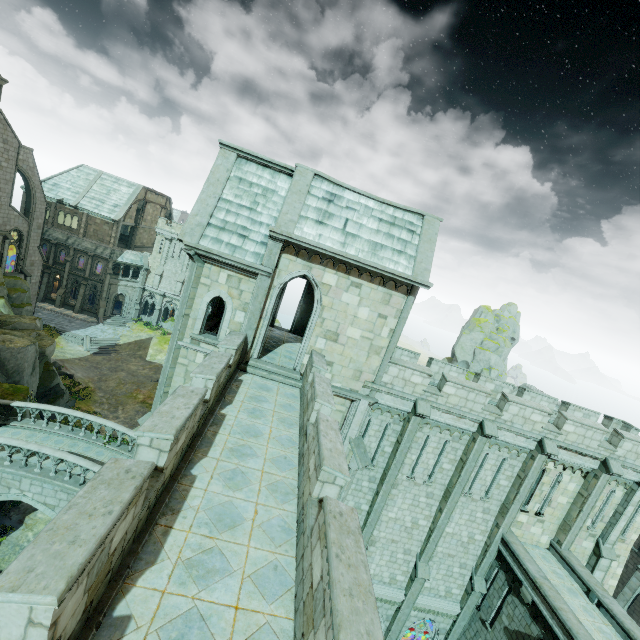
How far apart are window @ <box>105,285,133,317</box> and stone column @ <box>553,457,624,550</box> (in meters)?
54.94

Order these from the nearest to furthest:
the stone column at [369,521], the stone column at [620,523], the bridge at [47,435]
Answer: the stone column at [369,521]
the stone column at [620,523]
the bridge at [47,435]

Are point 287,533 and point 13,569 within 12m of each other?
yes

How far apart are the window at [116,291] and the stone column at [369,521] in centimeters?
4770cm

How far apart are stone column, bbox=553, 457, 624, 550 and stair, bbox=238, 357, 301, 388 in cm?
1548

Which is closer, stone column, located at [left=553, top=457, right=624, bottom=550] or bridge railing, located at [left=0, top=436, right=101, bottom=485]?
bridge railing, located at [left=0, top=436, right=101, bottom=485]

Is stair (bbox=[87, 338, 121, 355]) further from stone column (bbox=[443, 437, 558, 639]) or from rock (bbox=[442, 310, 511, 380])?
stone column (bbox=[443, 437, 558, 639])

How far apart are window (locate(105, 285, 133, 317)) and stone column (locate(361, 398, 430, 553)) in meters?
47.7 m
